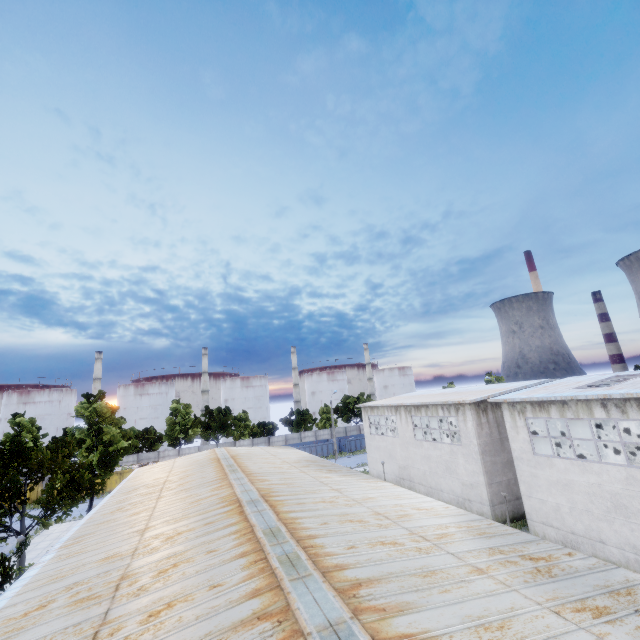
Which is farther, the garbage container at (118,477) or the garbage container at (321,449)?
the garbage container at (321,449)

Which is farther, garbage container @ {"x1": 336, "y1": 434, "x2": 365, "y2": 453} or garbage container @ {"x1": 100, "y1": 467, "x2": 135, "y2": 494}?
garbage container @ {"x1": 336, "y1": 434, "x2": 365, "y2": 453}

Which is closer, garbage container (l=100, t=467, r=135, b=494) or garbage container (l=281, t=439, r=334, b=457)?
garbage container (l=100, t=467, r=135, b=494)

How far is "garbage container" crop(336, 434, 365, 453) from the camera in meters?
53.6 m

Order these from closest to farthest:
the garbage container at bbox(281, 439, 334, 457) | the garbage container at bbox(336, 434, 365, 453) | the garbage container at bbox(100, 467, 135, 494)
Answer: the garbage container at bbox(100, 467, 135, 494) → the garbage container at bbox(281, 439, 334, 457) → the garbage container at bbox(336, 434, 365, 453)

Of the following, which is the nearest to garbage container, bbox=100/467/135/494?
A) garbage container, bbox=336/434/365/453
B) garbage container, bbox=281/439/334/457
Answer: garbage container, bbox=281/439/334/457

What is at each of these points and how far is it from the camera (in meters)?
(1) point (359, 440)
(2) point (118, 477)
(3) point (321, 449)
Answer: (1) garbage container, 54.66
(2) garbage container, 41.66
(3) garbage container, 52.03

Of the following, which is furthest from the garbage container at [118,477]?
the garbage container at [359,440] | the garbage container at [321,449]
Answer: the garbage container at [359,440]
